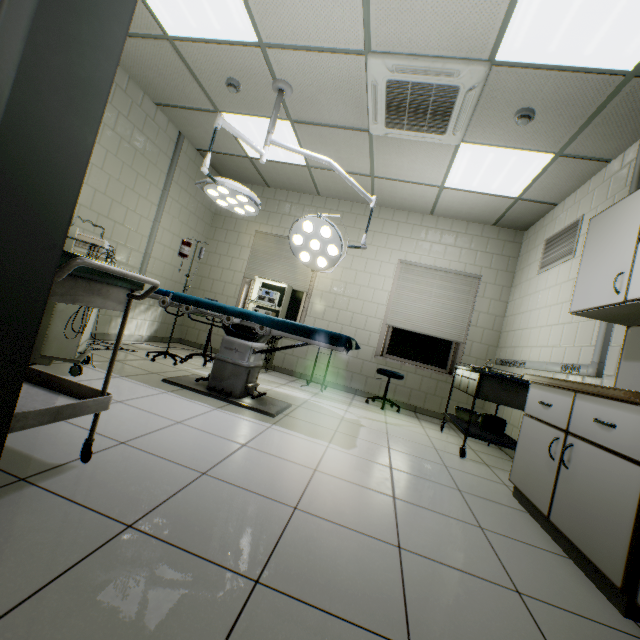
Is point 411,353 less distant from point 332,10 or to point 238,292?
point 238,292

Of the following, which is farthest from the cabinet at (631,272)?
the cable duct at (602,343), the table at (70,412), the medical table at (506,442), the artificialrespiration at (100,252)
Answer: the artificialrespiration at (100,252)

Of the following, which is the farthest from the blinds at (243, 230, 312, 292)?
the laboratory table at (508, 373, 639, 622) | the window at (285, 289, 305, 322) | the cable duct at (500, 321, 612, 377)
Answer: the laboratory table at (508, 373, 639, 622)

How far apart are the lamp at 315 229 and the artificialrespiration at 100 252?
1.05m

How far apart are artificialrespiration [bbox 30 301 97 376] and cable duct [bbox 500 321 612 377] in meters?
4.1 m

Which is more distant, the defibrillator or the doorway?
the defibrillator

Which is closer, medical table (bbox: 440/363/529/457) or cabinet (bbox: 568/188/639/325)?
cabinet (bbox: 568/188/639/325)

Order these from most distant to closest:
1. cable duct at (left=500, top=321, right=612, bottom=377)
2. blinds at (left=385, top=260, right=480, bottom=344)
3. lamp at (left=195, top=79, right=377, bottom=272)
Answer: blinds at (left=385, top=260, right=480, bottom=344) → lamp at (left=195, top=79, right=377, bottom=272) → cable duct at (left=500, top=321, right=612, bottom=377)
